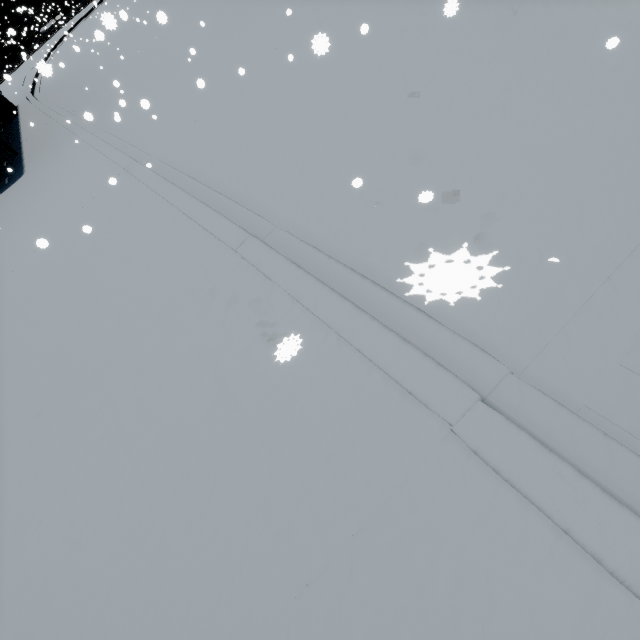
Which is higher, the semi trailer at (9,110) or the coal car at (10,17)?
the coal car at (10,17)

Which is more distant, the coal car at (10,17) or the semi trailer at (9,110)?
the coal car at (10,17)

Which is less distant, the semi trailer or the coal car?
the semi trailer

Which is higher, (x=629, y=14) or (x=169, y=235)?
(x=169, y=235)

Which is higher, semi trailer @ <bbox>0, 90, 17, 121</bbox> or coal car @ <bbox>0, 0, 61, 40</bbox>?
coal car @ <bbox>0, 0, 61, 40</bbox>
